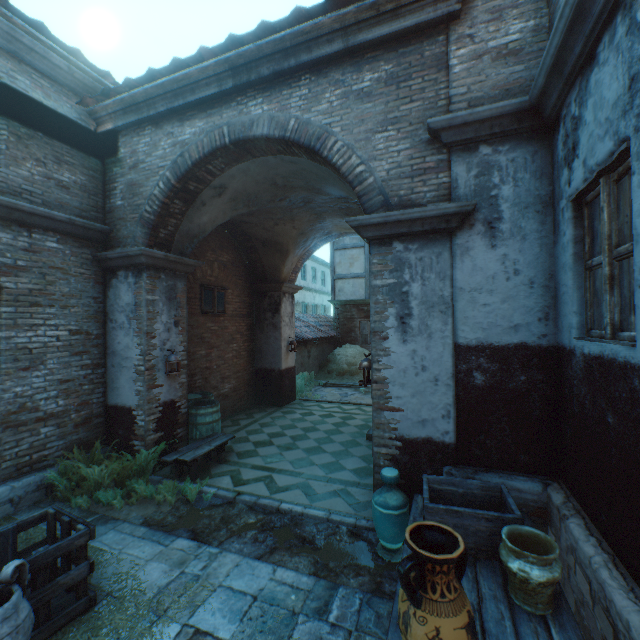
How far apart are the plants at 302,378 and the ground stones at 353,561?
6.3 meters

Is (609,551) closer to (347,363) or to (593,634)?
(593,634)

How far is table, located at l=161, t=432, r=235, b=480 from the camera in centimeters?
534cm

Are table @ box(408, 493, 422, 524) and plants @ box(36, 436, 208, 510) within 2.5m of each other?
no

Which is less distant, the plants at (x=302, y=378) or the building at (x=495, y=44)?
the building at (x=495, y=44)

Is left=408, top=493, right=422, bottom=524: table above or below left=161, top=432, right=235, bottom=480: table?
above

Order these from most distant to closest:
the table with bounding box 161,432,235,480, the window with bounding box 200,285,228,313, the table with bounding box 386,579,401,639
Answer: the window with bounding box 200,285,228,313, the table with bounding box 161,432,235,480, the table with bounding box 386,579,401,639

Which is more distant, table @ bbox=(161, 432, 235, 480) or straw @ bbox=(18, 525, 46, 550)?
table @ bbox=(161, 432, 235, 480)
